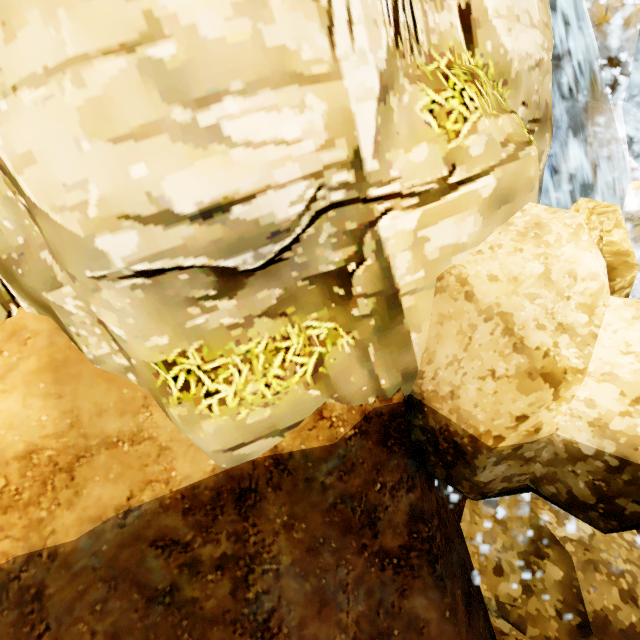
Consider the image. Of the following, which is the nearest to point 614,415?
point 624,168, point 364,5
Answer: point 364,5
